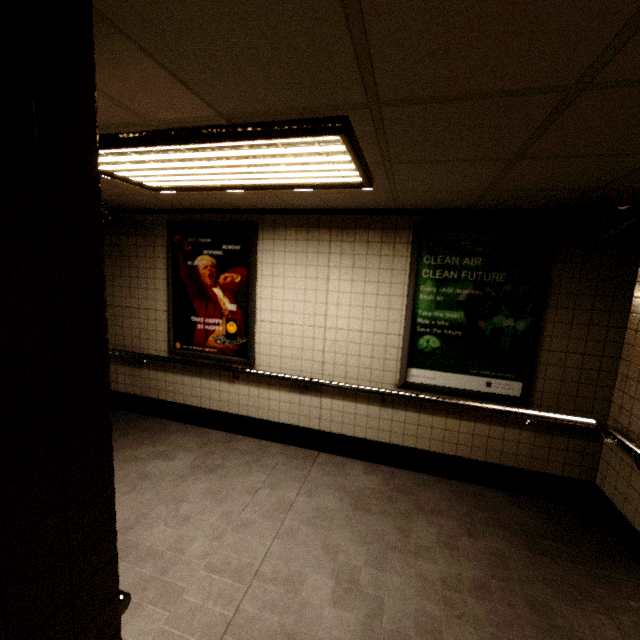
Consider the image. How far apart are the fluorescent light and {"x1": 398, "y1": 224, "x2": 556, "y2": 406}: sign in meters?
1.2

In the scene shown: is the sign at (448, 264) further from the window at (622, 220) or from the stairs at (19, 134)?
the stairs at (19, 134)

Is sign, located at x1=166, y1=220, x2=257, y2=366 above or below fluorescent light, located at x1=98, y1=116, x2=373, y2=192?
below

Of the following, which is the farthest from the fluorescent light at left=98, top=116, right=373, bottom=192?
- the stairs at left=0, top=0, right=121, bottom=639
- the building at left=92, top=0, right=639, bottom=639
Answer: the stairs at left=0, top=0, right=121, bottom=639

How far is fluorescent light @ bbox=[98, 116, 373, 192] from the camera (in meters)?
1.54

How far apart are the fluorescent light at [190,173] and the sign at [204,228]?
1.15m

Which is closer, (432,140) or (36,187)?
(36,187)

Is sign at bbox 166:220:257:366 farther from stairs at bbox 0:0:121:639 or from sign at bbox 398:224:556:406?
stairs at bbox 0:0:121:639
